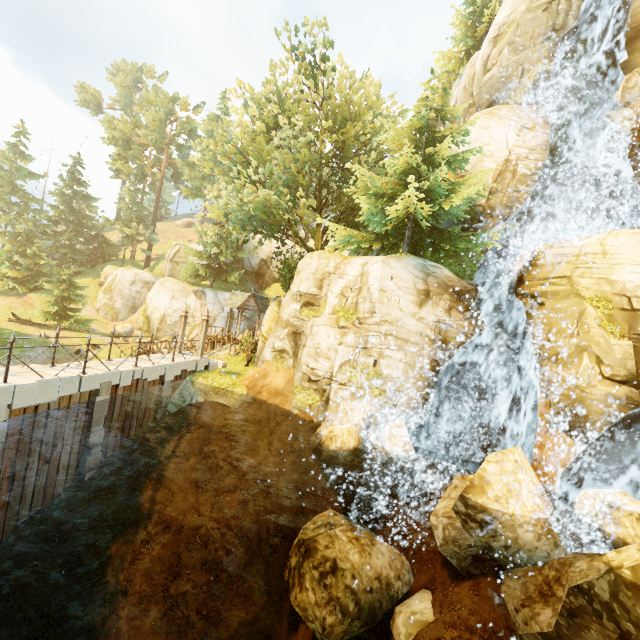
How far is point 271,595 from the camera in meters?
10.8 m

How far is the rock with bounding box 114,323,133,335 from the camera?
35.33m

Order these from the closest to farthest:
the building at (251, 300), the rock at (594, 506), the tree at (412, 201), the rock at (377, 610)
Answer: the rock at (594, 506) < the rock at (377, 610) < the tree at (412, 201) < the building at (251, 300)

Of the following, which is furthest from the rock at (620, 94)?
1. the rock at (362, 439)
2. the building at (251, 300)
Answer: the building at (251, 300)

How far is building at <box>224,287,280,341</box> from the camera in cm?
2662

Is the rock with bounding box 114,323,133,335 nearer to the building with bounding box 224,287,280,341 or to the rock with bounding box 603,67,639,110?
the building with bounding box 224,287,280,341

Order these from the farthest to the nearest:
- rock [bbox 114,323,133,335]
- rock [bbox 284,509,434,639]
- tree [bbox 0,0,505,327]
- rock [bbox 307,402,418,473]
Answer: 1. rock [bbox 114,323,133,335]
2. tree [bbox 0,0,505,327]
3. rock [bbox 307,402,418,473]
4. rock [bbox 284,509,434,639]

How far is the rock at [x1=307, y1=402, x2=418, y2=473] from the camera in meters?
10.7 m
